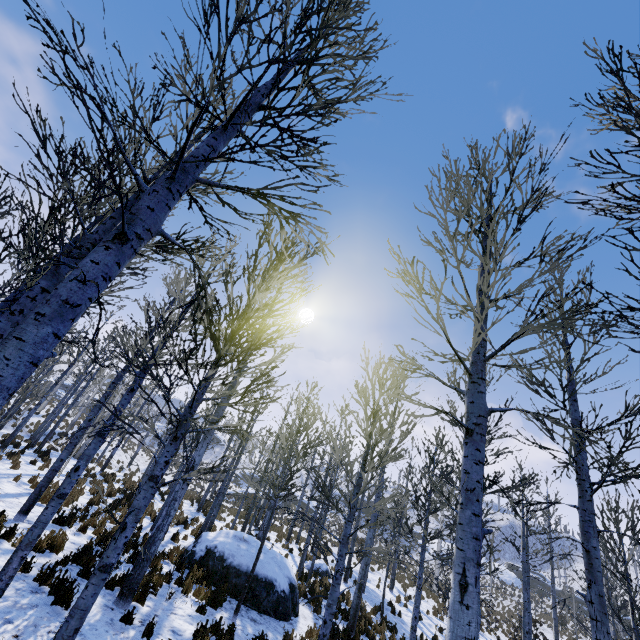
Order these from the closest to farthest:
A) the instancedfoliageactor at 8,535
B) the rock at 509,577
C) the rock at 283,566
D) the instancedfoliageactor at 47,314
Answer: the instancedfoliageactor at 47,314 → the instancedfoliageactor at 8,535 → the rock at 283,566 → the rock at 509,577

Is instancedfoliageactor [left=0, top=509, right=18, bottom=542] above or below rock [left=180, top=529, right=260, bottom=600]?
below

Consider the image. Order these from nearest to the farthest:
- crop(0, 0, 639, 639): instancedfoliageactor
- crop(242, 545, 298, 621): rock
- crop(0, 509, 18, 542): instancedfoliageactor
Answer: crop(0, 0, 639, 639): instancedfoliageactor
crop(0, 509, 18, 542): instancedfoliageactor
crop(242, 545, 298, 621): rock

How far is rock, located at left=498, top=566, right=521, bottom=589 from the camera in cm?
4850

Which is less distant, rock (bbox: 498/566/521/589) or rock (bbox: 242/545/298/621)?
rock (bbox: 242/545/298/621)

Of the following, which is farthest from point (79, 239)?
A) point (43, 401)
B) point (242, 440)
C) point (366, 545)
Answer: point (43, 401)

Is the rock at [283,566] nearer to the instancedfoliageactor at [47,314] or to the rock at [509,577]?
the instancedfoliageactor at [47,314]

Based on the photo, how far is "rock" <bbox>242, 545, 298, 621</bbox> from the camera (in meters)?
9.62
